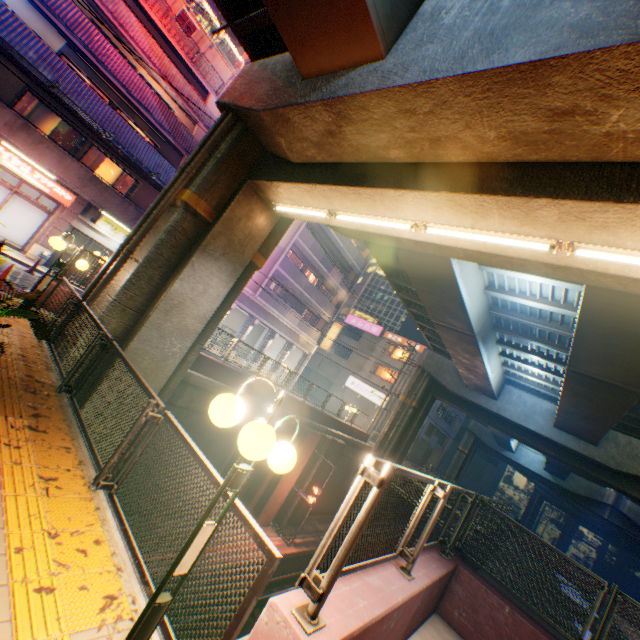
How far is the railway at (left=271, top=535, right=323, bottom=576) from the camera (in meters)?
17.16

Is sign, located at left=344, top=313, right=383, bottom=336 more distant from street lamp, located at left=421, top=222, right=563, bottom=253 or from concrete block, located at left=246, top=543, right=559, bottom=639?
street lamp, located at left=421, top=222, right=563, bottom=253

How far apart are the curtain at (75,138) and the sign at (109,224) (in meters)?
2.87

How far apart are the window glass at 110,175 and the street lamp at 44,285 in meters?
12.3 m

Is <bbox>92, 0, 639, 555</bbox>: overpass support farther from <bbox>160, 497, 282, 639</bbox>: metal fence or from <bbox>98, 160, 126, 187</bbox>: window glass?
<bbox>98, 160, 126, 187</bbox>: window glass

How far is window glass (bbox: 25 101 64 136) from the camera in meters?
15.7 m

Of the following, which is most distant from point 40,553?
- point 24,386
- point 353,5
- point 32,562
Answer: point 353,5

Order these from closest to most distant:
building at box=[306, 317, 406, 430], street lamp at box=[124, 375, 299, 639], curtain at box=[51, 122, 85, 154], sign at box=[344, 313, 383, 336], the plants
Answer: street lamp at box=[124, 375, 299, 639], the plants, curtain at box=[51, 122, 85, 154], building at box=[306, 317, 406, 430], sign at box=[344, 313, 383, 336]
